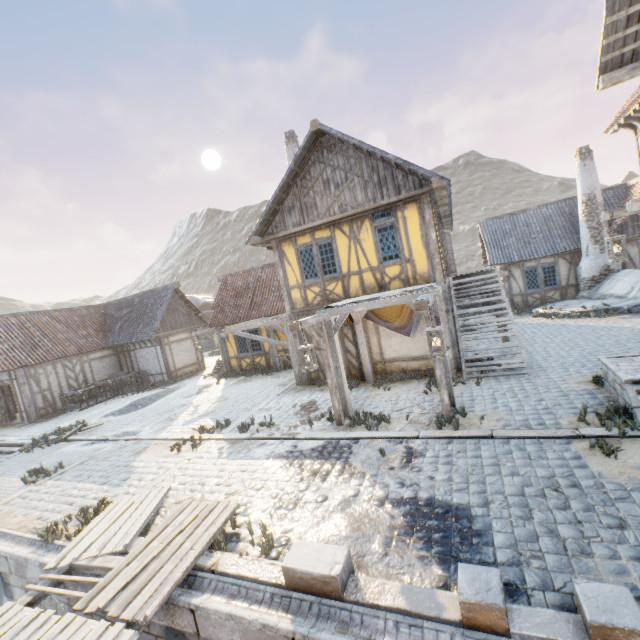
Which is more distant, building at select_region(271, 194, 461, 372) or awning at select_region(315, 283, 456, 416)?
building at select_region(271, 194, 461, 372)

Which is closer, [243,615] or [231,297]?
[243,615]

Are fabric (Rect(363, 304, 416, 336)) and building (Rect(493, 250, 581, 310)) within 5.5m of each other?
no

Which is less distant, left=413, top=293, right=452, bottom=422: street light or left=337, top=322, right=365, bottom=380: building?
left=413, top=293, right=452, bottom=422: street light

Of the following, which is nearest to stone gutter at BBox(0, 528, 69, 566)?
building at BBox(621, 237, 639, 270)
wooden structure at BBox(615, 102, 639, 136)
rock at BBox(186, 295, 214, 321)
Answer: rock at BBox(186, 295, 214, 321)

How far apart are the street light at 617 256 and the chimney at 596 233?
12.03m

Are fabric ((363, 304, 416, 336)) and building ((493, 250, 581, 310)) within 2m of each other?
no

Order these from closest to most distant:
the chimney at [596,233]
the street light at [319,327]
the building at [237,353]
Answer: the street light at [319,327] → the chimney at [596,233] → the building at [237,353]
